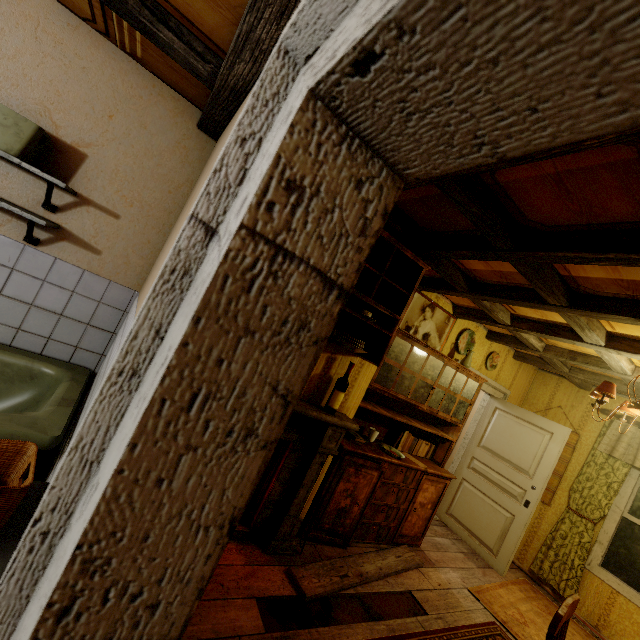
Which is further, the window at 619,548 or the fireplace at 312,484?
the window at 619,548

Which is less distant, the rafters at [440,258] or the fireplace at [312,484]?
the rafters at [440,258]

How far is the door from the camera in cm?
419

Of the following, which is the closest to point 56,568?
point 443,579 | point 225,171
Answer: point 225,171

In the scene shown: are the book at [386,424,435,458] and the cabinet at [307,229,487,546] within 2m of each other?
yes

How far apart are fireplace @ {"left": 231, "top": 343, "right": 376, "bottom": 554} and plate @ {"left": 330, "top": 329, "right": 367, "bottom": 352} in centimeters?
9cm

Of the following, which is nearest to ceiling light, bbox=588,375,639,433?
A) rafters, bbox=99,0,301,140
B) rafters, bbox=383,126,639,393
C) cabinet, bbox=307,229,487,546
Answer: rafters, bbox=383,126,639,393

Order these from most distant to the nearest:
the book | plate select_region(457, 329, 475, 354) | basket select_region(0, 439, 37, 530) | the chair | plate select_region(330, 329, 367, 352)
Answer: plate select_region(457, 329, 475, 354) → the book → plate select_region(330, 329, 367, 352) → the chair → basket select_region(0, 439, 37, 530)
